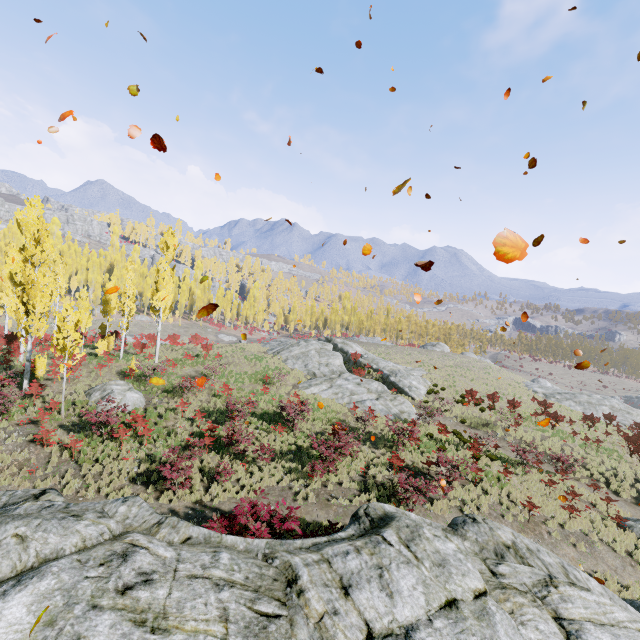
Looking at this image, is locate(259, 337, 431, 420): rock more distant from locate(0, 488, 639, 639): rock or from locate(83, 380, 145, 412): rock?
locate(0, 488, 639, 639): rock

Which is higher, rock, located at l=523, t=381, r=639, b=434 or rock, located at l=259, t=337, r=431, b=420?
rock, located at l=259, t=337, r=431, b=420

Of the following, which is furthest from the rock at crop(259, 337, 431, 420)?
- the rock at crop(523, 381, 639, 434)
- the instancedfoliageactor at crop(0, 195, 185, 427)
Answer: the rock at crop(523, 381, 639, 434)

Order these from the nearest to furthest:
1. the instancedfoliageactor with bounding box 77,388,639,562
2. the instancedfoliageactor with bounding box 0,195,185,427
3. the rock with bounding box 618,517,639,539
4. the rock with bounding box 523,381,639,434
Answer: the instancedfoliageactor with bounding box 77,388,639,562, the rock with bounding box 618,517,639,539, the instancedfoliageactor with bounding box 0,195,185,427, the rock with bounding box 523,381,639,434

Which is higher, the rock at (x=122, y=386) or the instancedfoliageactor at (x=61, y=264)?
the instancedfoliageactor at (x=61, y=264)

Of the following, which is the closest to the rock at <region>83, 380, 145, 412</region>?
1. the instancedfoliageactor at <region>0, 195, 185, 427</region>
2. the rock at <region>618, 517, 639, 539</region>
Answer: the instancedfoliageactor at <region>0, 195, 185, 427</region>

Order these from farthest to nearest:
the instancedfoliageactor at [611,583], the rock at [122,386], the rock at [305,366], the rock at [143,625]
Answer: the rock at [305,366]
the rock at [122,386]
the instancedfoliageactor at [611,583]
the rock at [143,625]

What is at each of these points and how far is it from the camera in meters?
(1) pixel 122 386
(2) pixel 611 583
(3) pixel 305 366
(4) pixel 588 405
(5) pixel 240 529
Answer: (1) rock, 20.5
(2) instancedfoliageactor, 12.0
(3) rock, 32.2
(4) rock, 39.6
(5) instancedfoliageactor, 10.0
